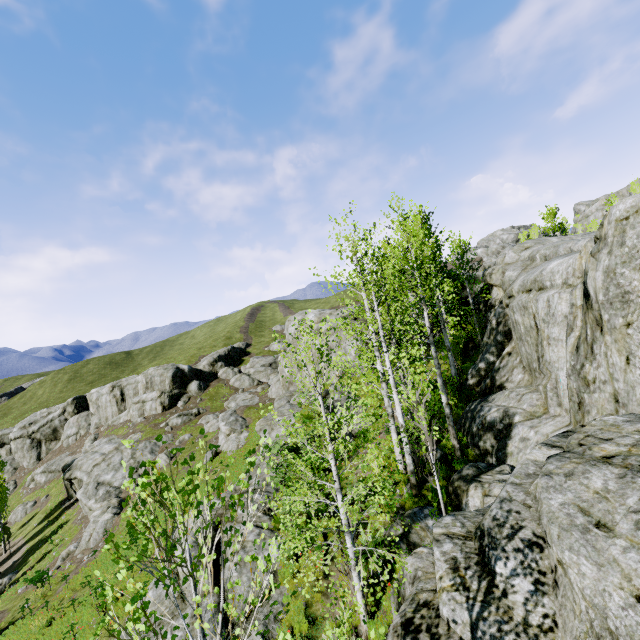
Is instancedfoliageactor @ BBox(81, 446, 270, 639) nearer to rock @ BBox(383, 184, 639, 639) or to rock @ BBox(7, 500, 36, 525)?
rock @ BBox(383, 184, 639, 639)

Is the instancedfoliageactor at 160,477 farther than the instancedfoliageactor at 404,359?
No

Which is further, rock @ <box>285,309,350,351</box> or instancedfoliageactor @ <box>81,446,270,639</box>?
rock @ <box>285,309,350,351</box>

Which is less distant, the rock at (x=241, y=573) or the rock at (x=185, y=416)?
the rock at (x=241, y=573)

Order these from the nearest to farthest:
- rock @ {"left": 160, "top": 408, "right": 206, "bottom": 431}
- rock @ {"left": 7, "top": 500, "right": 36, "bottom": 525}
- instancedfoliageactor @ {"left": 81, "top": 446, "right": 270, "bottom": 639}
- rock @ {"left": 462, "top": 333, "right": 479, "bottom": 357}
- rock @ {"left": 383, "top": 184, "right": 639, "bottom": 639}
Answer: instancedfoliageactor @ {"left": 81, "top": 446, "right": 270, "bottom": 639} → rock @ {"left": 383, "top": 184, "right": 639, "bottom": 639} → rock @ {"left": 462, "top": 333, "right": 479, "bottom": 357} → rock @ {"left": 7, "top": 500, "right": 36, "bottom": 525} → rock @ {"left": 160, "top": 408, "right": 206, "bottom": 431}

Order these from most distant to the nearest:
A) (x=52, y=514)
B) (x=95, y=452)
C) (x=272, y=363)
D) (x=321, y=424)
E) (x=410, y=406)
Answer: (x=272, y=363), (x=95, y=452), (x=52, y=514), (x=321, y=424), (x=410, y=406)
